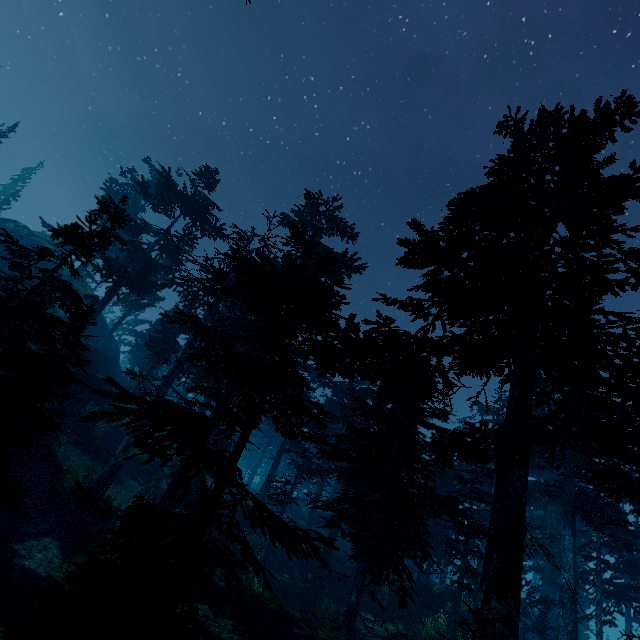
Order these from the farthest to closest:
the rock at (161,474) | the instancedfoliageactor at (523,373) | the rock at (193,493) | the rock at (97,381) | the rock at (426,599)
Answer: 1. the rock at (97,381)
2. the rock at (426,599)
3. the rock at (161,474)
4. the rock at (193,493)
5. the instancedfoliageactor at (523,373)

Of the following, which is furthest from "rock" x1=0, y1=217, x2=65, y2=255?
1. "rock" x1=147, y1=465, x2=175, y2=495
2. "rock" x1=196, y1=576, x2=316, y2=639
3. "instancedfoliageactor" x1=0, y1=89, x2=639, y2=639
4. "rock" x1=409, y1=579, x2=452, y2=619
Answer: "rock" x1=409, y1=579, x2=452, y2=619

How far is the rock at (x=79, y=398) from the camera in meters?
21.6 m

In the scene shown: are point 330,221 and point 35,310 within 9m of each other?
no

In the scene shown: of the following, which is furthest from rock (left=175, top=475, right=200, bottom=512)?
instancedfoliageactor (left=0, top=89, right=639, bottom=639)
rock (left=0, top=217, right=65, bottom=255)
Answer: rock (left=0, top=217, right=65, bottom=255)

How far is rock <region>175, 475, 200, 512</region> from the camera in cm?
1903

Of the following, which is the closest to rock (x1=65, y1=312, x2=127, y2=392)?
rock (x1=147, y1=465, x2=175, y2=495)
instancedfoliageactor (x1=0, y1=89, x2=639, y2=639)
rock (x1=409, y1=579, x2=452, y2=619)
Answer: instancedfoliageactor (x1=0, y1=89, x2=639, y2=639)

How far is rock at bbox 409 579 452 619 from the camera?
21.5 meters
